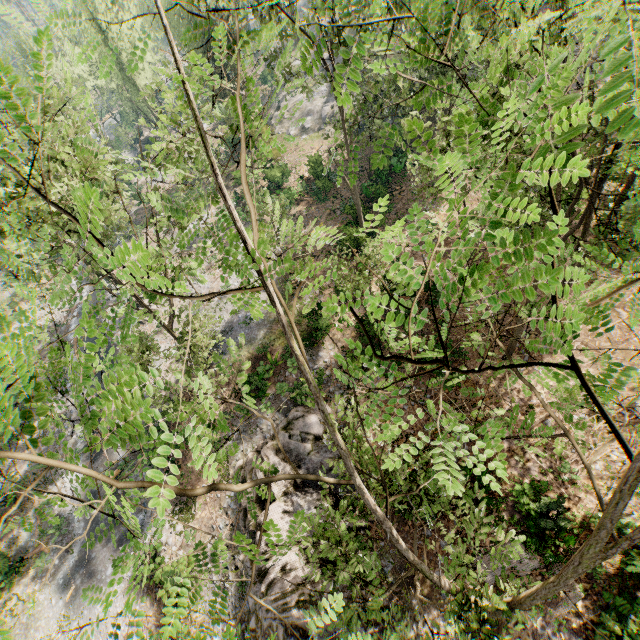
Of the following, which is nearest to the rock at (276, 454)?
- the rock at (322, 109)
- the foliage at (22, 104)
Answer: the foliage at (22, 104)

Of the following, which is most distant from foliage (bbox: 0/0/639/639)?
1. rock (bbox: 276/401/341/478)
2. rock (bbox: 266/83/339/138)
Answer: rock (bbox: 276/401/341/478)

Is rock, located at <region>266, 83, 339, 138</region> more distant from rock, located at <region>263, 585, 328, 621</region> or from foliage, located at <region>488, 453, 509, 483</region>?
rock, located at <region>263, 585, 328, 621</region>

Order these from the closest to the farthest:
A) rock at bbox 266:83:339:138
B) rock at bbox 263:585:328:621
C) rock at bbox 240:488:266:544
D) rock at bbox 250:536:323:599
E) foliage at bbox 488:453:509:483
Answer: foliage at bbox 488:453:509:483
rock at bbox 263:585:328:621
rock at bbox 250:536:323:599
rock at bbox 240:488:266:544
rock at bbox 266:83:339:138

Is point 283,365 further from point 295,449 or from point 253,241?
point 253,241

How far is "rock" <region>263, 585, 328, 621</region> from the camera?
12.2m

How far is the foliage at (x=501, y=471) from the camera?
1.5m

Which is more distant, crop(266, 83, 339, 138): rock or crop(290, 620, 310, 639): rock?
crop(266, 83, 339, 138): rock
